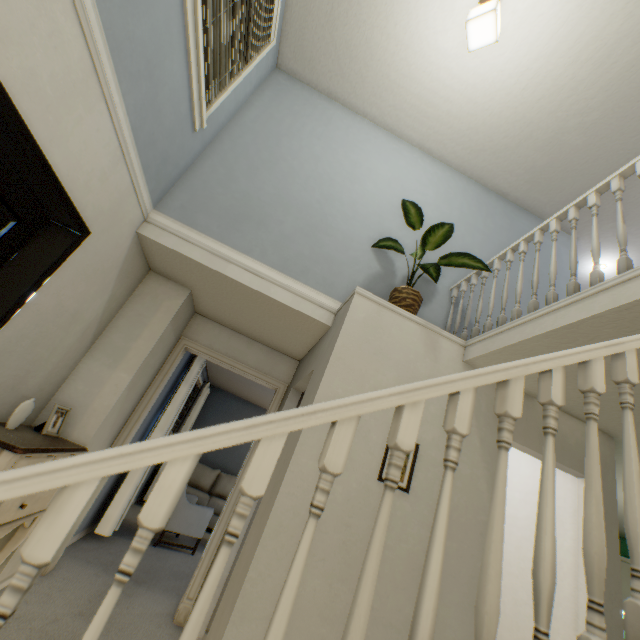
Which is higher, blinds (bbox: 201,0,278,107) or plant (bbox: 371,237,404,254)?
blinds (bbox: 201,0,278,107)

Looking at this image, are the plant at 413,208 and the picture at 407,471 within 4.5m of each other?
yes

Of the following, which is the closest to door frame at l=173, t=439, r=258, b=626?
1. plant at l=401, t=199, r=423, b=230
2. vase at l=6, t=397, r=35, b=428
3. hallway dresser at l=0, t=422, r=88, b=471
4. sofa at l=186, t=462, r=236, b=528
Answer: hallway dresser at l=0, t=422, r=88, b=471

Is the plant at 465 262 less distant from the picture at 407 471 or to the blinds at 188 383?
the picture at 407 471

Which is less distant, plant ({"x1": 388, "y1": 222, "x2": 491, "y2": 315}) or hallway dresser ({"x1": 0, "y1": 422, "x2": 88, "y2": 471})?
hallway dresser ({"x1": 0, "y1": 422, "x2": 88, "y2": 471})

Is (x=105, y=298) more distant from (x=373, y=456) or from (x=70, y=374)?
(x=373, y=456)

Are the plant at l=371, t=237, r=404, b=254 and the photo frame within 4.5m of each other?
yes

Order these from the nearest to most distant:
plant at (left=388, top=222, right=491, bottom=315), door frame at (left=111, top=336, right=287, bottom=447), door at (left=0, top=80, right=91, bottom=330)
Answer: door at (left=0, top=80, right=91, bottom=330), plant at (left=388, top=222, right=491, bottom=315), door frame at (left=111, top=336, right=287, bottom=447)
